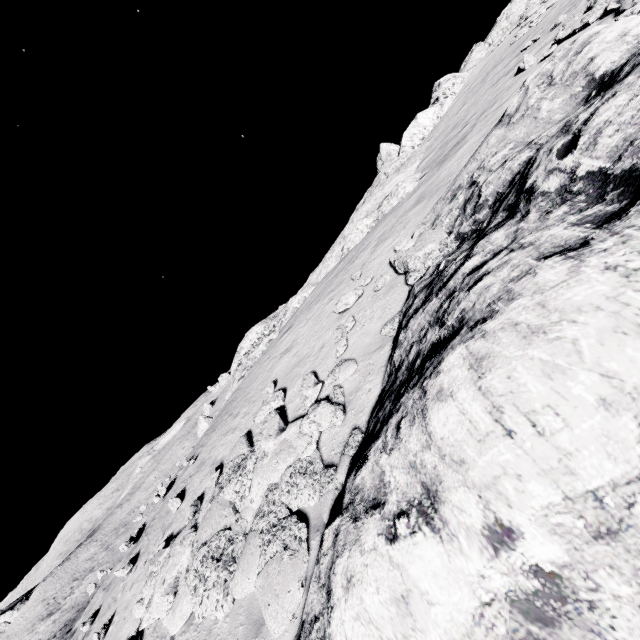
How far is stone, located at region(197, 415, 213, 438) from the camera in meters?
31.0 m

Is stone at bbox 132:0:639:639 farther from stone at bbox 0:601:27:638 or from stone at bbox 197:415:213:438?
stone at bbox 0:601:27:638

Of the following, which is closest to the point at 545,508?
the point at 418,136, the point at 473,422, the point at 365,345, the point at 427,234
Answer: the point at 473,422

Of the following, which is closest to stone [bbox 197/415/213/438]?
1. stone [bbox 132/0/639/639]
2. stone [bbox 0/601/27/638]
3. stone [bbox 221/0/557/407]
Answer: stone [bbox 221/0/557/407]

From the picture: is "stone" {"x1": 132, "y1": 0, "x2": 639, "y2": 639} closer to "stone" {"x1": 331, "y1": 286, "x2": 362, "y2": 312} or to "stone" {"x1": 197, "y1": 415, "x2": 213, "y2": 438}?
"stone" {"x1": 331, "y1": 286, "x2": 362, "y2": 312}

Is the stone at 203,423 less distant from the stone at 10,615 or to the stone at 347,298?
the stone at 347,298

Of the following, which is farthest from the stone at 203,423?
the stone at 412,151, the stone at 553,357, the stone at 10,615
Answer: the stone at 10,615

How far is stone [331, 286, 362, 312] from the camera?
10.7 meters
